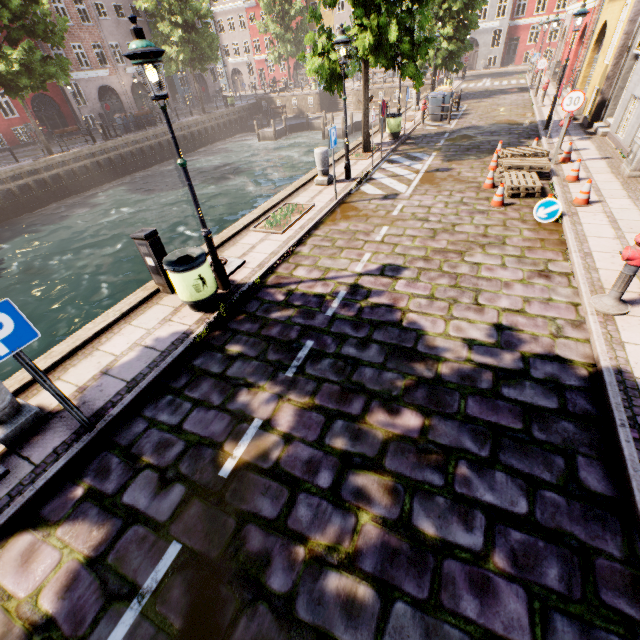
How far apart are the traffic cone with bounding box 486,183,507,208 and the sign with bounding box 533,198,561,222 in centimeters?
96cm

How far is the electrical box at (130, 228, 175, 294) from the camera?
5.73m

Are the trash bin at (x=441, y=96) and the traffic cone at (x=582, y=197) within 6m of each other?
no

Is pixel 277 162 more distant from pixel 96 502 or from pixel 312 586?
pixel 312 586

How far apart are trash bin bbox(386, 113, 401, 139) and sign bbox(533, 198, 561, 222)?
9.9m

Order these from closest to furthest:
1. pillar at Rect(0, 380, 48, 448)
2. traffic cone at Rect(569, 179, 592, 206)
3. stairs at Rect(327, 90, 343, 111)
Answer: pillar at Rect(0, 380, 48, 448) → traffic cone at Rect(569, 179, 592, 206) → stairs at Rect(327, 90, 343, 111)

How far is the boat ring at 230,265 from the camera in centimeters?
684cm

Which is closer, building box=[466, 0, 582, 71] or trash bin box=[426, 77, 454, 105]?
trash bin box=[426, 77, 454, 105]
